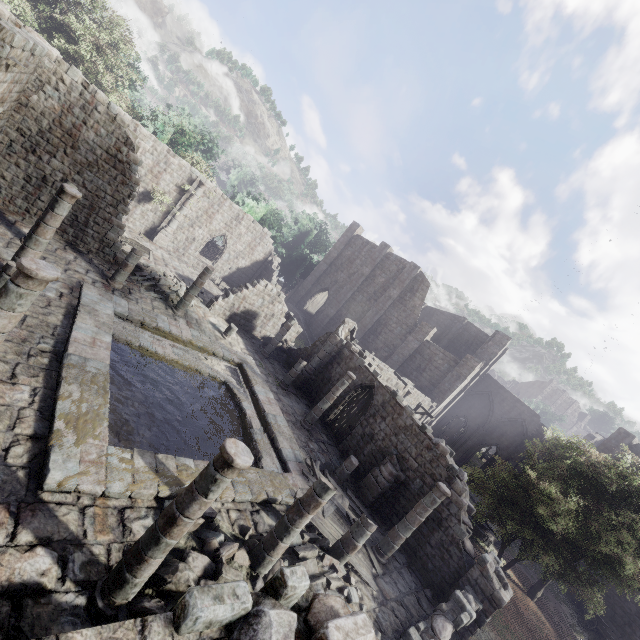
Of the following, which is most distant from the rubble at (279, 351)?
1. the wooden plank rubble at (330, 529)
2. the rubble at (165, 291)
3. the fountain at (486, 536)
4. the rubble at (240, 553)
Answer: the fountain at (486, 536)

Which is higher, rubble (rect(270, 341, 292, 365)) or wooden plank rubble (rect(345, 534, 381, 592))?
rubble (rect(270, 341, 292, 365))

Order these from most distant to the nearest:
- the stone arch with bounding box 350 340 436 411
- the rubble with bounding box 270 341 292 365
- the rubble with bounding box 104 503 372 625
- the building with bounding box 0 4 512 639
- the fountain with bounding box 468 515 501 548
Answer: the rubble with bounding box 270 341 292 365, the fountain with bounding box 468 515 501 548, the stone arch with bounding box 350 340 436 411, the rubble with bounding box 104 503 372 625, the building with bounding box 0 4 512 639

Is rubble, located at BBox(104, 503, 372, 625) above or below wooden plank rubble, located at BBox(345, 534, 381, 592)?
above

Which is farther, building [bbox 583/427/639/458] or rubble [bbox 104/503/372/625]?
building [bbox 583/427/639/458]

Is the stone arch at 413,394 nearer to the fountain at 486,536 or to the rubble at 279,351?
the rubble at 279,351

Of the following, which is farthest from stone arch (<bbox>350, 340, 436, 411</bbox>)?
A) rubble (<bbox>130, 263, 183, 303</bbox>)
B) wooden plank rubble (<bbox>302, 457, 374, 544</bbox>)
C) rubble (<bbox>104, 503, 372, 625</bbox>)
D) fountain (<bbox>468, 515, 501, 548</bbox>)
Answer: rubble (<bbox>130, 263, 183, 303</bbox>)

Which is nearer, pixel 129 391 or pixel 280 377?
pixel 129 391
